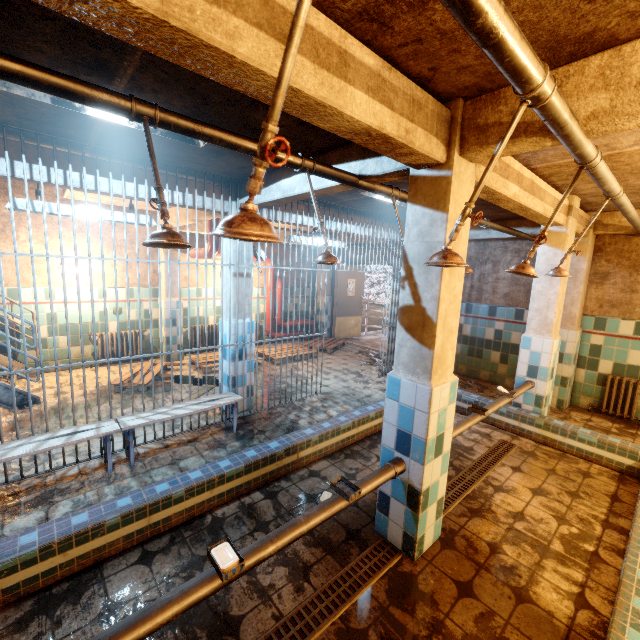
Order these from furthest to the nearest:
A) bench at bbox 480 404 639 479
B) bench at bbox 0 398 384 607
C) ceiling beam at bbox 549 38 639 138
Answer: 1. bench at bbox 480 404 639 479
2. bench at bbox 0 398 384 607
3. ceiling beam at bbox 549 38 639 138

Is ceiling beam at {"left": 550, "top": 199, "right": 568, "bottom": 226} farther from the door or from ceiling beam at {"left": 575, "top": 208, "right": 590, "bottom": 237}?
the door

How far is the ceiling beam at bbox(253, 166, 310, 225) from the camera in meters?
3.1

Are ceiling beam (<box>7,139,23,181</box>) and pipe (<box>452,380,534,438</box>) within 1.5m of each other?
no

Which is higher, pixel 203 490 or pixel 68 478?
pixel 203 490

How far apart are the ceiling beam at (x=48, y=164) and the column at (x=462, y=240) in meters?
2.6

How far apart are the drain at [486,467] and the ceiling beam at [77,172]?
3.8m
